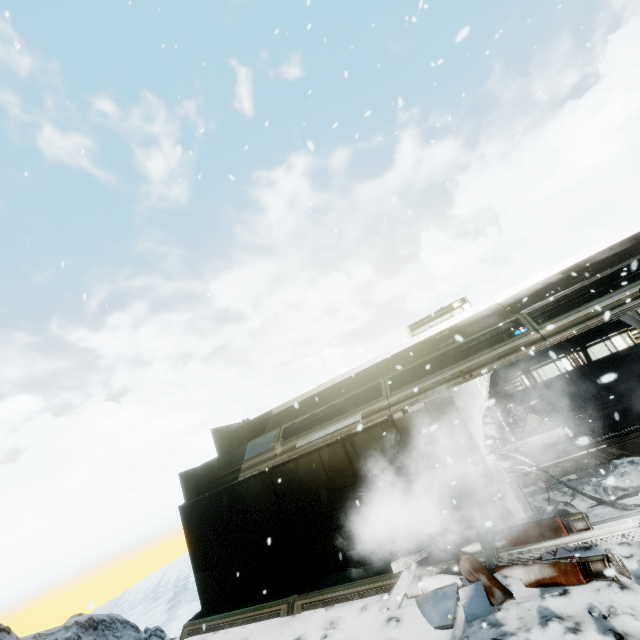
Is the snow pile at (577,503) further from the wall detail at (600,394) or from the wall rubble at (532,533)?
the wall detail at (600,394)

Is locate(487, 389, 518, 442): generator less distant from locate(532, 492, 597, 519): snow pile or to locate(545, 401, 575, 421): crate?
locate(545, 401, 575, 421): crate

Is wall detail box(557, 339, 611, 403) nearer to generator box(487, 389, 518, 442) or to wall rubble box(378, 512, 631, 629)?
generator box(487, 389, 518, 442)

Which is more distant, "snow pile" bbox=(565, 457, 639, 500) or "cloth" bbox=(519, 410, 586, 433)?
"cloth" bbox=(519, 410, 586, 433)

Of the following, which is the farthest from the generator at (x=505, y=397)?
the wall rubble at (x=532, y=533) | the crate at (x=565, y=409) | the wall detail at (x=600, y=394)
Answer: the wall rubble at (x=532, y=533)

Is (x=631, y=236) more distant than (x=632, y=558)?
Yes

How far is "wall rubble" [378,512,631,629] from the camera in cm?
439

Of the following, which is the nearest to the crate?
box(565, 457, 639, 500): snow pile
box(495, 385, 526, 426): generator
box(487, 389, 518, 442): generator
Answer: box(495, 385, 526, 426): generator
